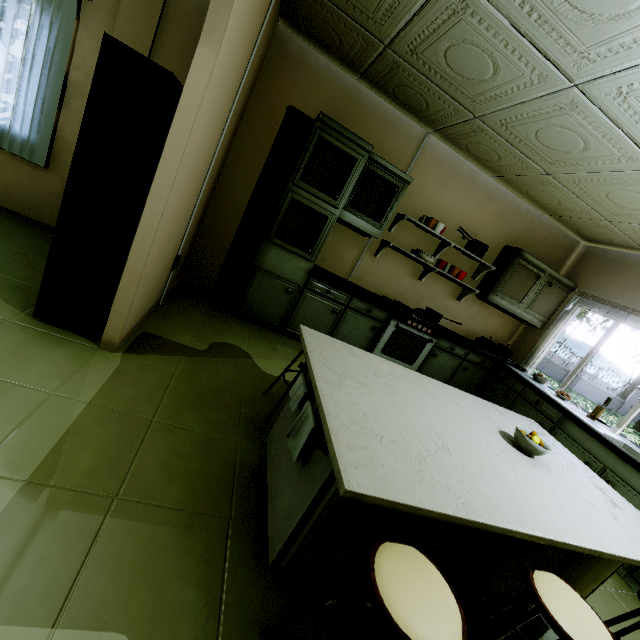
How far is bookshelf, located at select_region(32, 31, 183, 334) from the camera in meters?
1.7

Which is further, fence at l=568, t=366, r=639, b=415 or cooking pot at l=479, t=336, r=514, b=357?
fence at l=568, t=366, r=639, b=415

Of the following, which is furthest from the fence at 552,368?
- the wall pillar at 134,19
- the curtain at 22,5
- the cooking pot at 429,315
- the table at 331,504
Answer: the curtain at 22,5

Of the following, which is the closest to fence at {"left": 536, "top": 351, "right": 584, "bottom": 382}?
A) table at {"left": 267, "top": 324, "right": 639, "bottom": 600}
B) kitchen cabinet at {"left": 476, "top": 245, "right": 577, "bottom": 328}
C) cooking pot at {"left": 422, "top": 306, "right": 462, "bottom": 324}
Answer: kitchen cabinet at {"left": 476, "top": 245, "right": 577, "bottom": 328}

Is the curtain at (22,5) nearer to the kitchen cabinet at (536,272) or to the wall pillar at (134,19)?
the wall pillar at (134,19)

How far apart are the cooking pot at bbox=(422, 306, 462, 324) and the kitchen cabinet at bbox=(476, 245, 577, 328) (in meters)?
0.74

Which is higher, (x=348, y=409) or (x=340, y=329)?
(x=348, y=409)

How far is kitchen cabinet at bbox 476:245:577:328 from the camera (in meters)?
4.21
